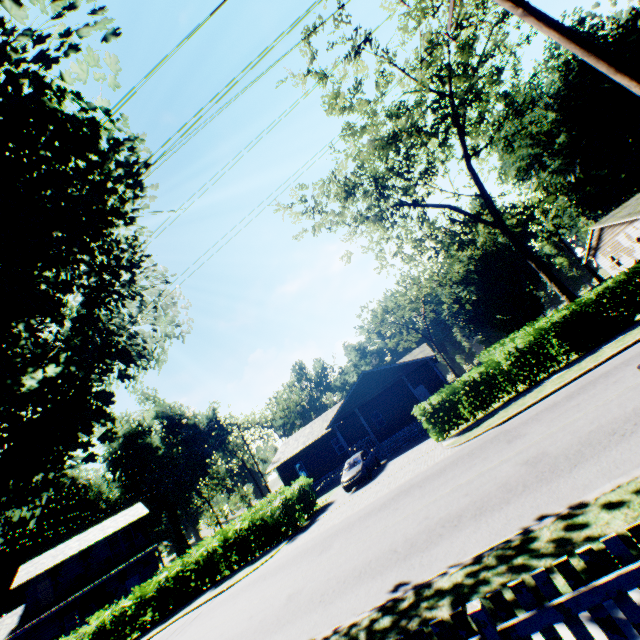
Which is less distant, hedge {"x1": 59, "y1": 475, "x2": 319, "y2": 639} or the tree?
the tree

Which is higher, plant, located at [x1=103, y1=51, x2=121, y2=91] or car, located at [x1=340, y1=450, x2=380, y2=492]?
plant, located at [x1=103, y1=51, x2=121, y2=91]

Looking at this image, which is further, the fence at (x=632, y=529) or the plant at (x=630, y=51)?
the plant at (x=630, y=51)

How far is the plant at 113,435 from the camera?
12.6 meters

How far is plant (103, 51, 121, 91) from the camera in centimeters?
948cm

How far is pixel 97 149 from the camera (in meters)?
8.71
